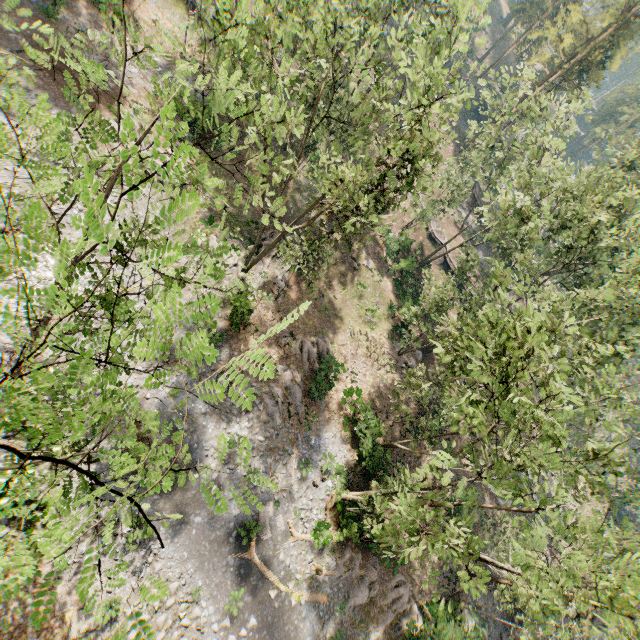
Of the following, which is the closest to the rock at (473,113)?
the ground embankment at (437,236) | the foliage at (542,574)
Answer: the foliage at (542,574)

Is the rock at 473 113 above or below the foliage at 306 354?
above

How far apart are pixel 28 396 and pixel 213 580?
19.2 meters

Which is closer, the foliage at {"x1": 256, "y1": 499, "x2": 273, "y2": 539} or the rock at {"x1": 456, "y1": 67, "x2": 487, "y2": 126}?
the foliage at {"x1": 256, "y1": 499, "x2": 273, "y2": 539}

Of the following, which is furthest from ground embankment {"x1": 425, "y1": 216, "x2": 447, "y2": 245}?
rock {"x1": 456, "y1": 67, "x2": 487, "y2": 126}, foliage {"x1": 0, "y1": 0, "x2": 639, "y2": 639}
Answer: rock {"x1": 456, "y1": 67, "x2": 487, "y2": 126}

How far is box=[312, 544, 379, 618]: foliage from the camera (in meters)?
19.98

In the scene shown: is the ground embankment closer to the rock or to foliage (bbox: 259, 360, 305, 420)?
foliage (bbox: 259, 360, 305, 420)

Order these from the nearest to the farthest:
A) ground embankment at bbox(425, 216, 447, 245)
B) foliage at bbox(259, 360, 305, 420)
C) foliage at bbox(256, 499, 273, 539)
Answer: foliage at bbox(259, 360, 305, 420) < foliage at bbox(256, 499, 273, 539) < ground embankment at bbox(425, 216, 447, 245)
